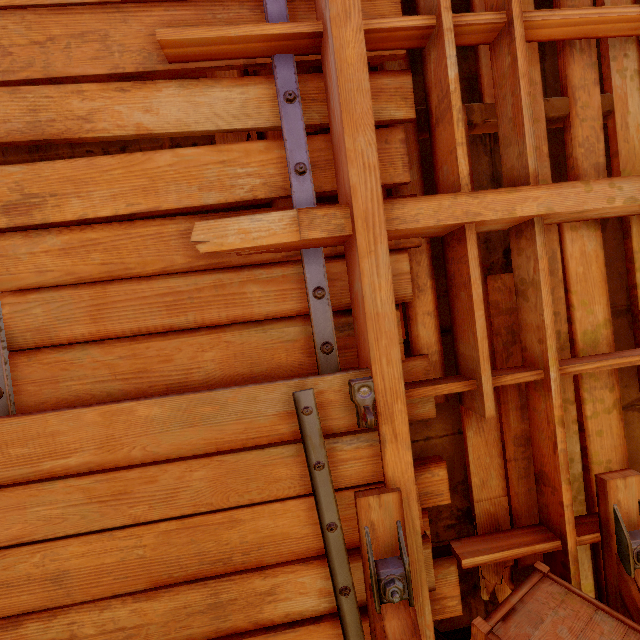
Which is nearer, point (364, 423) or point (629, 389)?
point (364, 423)

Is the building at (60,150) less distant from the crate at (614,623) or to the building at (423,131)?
the building at (423,131)

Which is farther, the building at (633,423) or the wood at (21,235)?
the building at (633,423)

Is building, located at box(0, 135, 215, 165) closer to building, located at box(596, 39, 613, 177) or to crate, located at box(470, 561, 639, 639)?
building, located at box(596, 39, 613, 177)

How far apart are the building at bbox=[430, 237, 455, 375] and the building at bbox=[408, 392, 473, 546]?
0.09m

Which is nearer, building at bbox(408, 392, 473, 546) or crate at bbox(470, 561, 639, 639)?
crate at bbox(470, 561, 639, 639)

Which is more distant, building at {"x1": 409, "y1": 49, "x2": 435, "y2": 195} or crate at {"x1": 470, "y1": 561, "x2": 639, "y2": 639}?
building at {"x1": 409, "y1": 49, "x2": 435, "y2": 195}

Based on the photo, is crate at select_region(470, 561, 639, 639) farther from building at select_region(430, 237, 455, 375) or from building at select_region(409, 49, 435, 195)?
building at select_region(430, 237, 455, 375)
